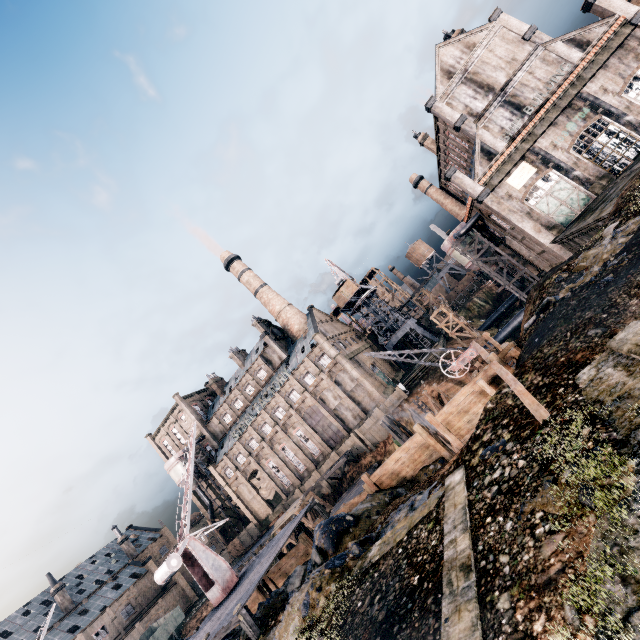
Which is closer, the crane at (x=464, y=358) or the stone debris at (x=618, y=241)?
the stone debris at (x=618, y=241)

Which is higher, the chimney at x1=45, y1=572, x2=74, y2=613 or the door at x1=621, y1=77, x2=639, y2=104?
the chimney at x1=45, y1=572, x2=74, y2=613

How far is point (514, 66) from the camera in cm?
3359

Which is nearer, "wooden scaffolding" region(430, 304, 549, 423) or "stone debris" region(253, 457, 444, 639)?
"wooden scaffolding" region(430, 304, 549, 423)

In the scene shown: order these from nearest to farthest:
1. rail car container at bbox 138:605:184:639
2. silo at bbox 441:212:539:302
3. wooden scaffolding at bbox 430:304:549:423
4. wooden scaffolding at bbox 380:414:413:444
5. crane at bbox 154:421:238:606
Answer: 1. wooden scaffolding at bbox 430:304:549:423
2. crane at bbox 154:421:238:606
3. wooden scaffolding at bbox 380:414:413:444
4. rail car container at bbox 138:605:184:639
5. silo at bbox 441:212:539:302

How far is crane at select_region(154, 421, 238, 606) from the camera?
20.3m

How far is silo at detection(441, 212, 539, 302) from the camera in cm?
4119

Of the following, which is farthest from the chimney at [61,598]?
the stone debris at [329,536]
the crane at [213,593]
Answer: the stone debris at [329,536]
